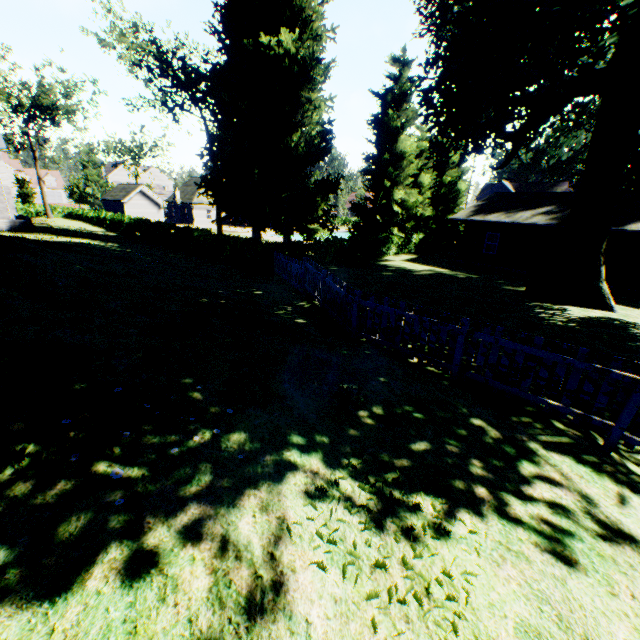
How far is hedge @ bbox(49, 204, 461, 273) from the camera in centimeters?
2061cm

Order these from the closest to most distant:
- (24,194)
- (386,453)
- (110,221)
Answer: (386,453) < (110,221) < (24,194)

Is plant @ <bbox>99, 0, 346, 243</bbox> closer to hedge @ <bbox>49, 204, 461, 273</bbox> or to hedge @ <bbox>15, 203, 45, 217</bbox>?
hedge @ <bbox>49, 204, 461, 273</bbox>

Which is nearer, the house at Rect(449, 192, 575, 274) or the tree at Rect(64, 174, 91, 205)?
the house at Rect(449, 192, 575, 274)

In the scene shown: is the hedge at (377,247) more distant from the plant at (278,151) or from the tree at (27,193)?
the tree at (27,193)

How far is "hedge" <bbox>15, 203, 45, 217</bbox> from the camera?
51.4m

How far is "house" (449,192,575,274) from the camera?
22.1m

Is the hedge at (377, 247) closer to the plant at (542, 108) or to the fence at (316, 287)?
the fence at (316, 287)
